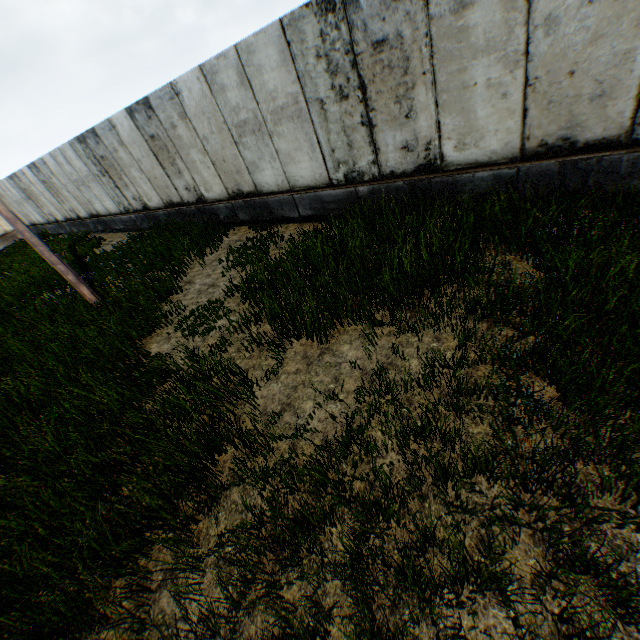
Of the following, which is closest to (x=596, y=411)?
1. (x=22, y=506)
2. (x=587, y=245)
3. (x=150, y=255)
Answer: (x=587, y=245)
